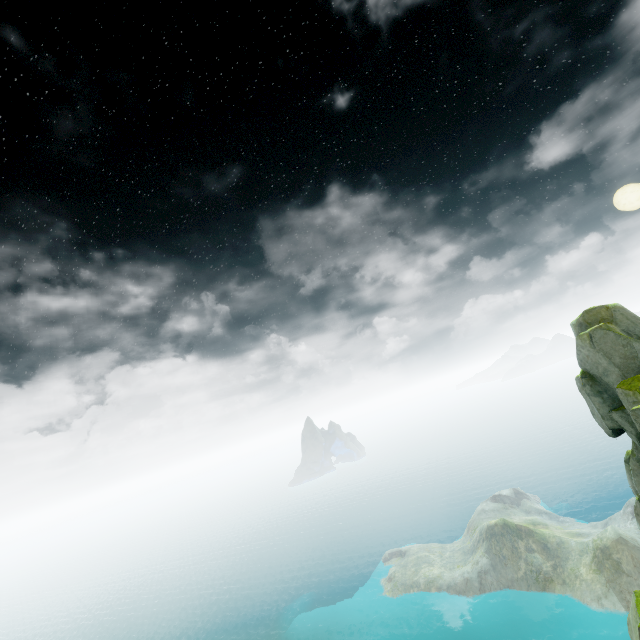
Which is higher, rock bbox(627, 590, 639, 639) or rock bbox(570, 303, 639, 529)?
Result: rock bbox(570, 303, 639, 529)

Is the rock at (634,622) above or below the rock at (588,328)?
below

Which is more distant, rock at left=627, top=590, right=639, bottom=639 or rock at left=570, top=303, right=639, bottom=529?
rock at left=627, top=590, right=639, bottom=639

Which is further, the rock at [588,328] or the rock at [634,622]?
the rock at [634,622]

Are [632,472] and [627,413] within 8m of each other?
yes
